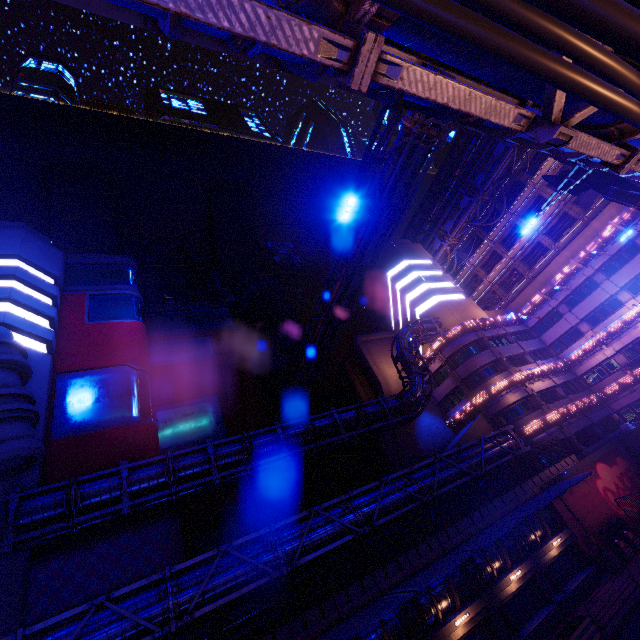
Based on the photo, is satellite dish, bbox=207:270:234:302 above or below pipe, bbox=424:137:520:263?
above

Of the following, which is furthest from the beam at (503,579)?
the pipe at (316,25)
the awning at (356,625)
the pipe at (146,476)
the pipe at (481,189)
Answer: the pipe at (481,189)

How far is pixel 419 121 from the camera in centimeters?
1747cm

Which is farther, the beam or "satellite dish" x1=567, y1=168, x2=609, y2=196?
"satellite dish" x1=567, y1=168, x2=609, y2=196

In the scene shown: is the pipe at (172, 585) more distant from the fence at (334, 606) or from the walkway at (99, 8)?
the walkway at (99, 8)

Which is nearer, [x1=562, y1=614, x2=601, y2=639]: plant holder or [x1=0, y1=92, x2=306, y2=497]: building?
[x1=562, y1=614, x2=601, y2=639]: plant holder

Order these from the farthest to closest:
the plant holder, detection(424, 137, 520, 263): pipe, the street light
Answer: detection(424, 137, 520, 263): pipe < the street light < the plant holder

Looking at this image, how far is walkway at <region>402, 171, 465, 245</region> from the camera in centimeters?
5184cm
